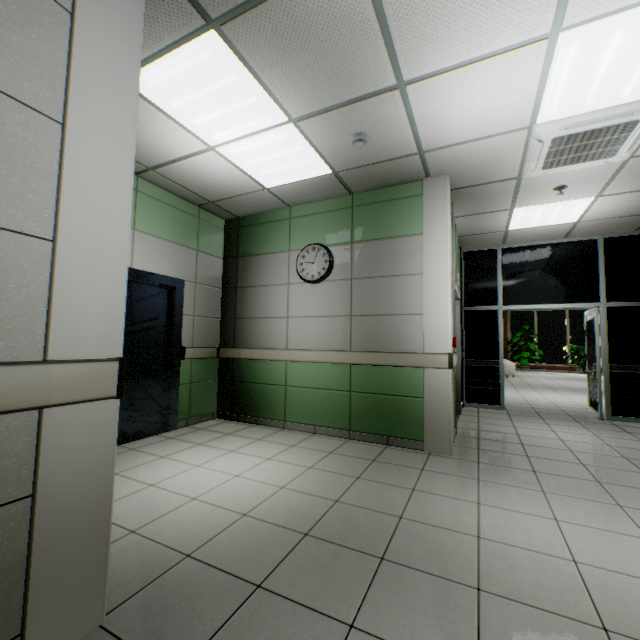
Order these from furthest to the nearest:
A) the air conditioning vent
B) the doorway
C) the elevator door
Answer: the doorway < the elevator door < the air conditioning vent

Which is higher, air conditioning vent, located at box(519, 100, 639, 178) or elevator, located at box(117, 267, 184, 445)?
air conditioning vent, located at box(519, 100, 639, 178)

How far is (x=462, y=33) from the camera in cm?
211

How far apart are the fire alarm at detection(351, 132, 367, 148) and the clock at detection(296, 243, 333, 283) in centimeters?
151cm

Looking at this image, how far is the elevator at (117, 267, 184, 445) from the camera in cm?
405

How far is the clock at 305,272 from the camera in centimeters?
443cm

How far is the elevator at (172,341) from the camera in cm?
405

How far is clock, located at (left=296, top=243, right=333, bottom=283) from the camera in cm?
443
